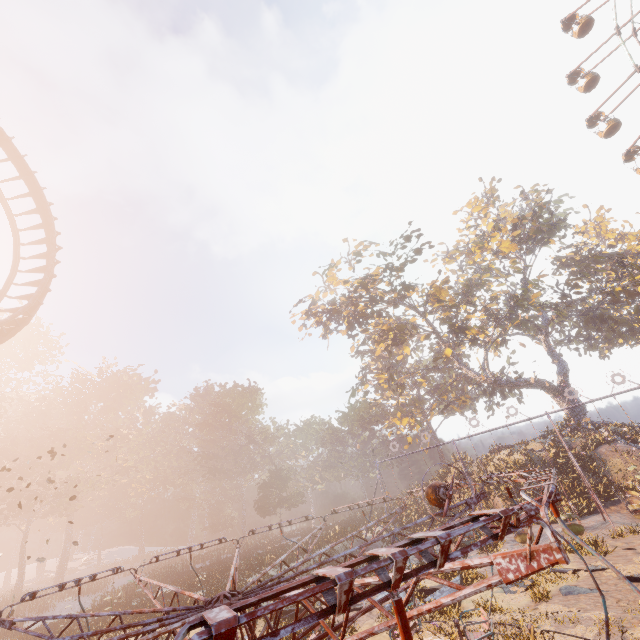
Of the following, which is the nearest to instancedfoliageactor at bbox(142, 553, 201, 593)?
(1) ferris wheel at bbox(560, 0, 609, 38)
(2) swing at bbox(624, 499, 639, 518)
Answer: (2) swing at bbox(624, 499, 639, 518)

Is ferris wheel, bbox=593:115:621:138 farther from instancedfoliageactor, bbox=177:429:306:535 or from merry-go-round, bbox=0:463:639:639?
instancedfoliageactor, bbox=177:429:306:535

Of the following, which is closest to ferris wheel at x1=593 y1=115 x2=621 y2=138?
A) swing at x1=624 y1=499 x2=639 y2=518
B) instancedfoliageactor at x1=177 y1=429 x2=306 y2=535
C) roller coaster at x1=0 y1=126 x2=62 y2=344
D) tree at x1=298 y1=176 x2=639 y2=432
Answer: tree at x1=298 y1=176 x2=639 y2=432

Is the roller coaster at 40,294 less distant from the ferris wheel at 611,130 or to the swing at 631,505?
the swing at 631,505

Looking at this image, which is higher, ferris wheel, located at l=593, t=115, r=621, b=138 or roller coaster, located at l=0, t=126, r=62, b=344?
ferris wheel, located at l=593, t=115, r=621, b=138

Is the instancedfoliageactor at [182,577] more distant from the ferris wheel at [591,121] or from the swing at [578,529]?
the ferris wheel at [591,121]

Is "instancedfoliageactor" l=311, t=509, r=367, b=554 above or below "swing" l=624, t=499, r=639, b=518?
above

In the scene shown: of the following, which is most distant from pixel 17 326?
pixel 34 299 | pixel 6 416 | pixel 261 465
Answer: pixel 6 416
